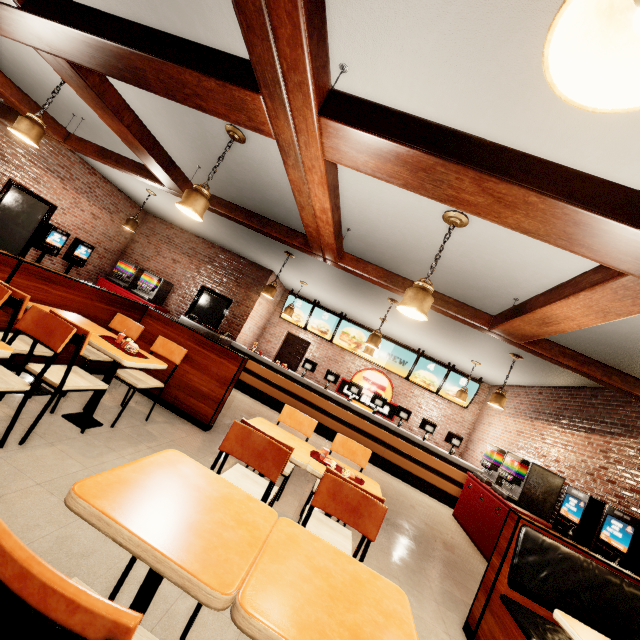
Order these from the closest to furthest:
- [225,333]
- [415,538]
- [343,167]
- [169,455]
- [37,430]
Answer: [169,455], [37,430], [343,167], [415,538], [225,333]
